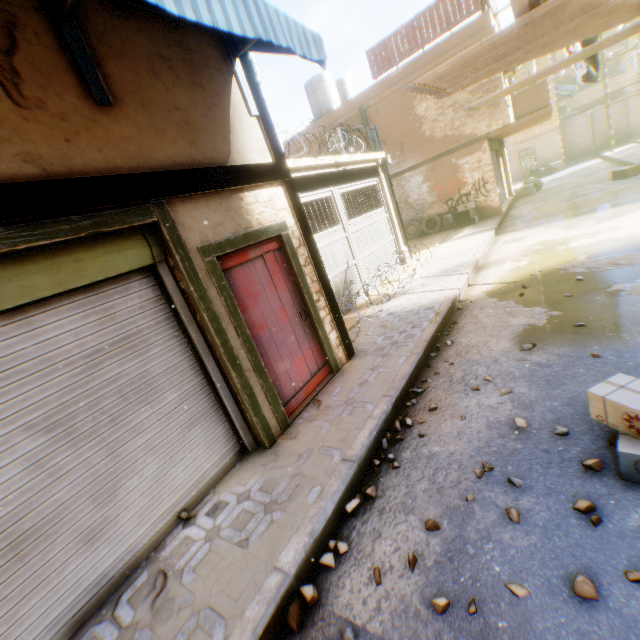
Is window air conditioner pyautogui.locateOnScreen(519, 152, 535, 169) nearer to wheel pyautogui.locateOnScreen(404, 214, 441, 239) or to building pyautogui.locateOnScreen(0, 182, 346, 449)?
building pyautogui.locateOnScreen(0, 182, 346, 449)

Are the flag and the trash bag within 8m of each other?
yes

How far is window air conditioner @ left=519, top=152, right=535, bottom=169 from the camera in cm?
2475

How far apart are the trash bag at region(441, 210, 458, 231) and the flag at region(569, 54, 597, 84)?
6.8m

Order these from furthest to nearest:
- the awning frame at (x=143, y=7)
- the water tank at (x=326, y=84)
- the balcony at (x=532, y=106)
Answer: the water tank at (x=326, y=84) < the balcony at (x=532, y=106) < the awning frame at (x=143, y=7)

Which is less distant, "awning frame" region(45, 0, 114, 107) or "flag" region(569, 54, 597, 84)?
"awning frame" region(45, 0, 114, 107)

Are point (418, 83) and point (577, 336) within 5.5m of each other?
yes

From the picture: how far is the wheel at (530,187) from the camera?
18.0m
